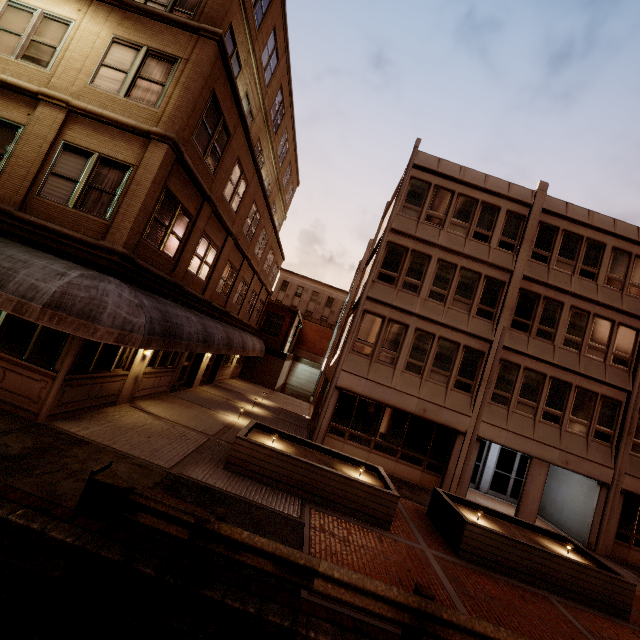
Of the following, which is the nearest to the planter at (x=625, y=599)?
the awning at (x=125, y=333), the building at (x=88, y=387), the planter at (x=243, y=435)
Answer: the planter at (x=243, y=435)

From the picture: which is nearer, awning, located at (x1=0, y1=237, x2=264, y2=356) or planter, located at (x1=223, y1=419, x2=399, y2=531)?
awning, located at (x1=0, y1=237, x2=264, y2=356)

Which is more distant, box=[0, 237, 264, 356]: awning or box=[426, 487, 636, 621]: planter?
box=[426, 487, 636, 621]: planter

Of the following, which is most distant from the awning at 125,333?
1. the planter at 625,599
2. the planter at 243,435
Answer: the planter at 625,599

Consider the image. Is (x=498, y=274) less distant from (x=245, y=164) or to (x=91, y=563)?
(x=245, y=164)

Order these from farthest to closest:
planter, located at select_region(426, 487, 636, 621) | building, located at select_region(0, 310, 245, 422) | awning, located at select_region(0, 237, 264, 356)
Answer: planter, located at select_region(426, 487, 636, 621) → building, located at select_region(0, 310, 245, 422) → awning, located at select_region(0, 237, 264, 356)

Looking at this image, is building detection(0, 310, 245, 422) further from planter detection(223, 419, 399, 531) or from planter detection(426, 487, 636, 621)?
planter detection(426, 487, 636, 621)

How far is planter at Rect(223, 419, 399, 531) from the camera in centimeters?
905cm
